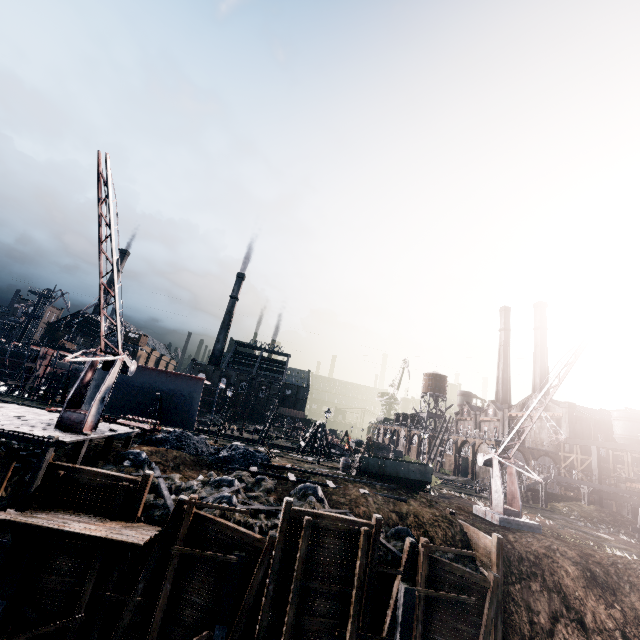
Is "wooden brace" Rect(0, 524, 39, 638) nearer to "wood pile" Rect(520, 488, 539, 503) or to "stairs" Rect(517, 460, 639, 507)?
"stairs" Rect(517, 460, 639, 507)

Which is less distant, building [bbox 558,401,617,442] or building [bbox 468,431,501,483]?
building [bbox 468,431,501,483]

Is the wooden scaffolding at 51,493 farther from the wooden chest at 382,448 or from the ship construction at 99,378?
the wooden chest at 382,448

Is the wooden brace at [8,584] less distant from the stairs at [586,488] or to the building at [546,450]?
the stairs at [586,488]

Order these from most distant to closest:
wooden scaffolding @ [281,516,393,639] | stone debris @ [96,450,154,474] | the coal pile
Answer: Result:
1. the coal pile
2. stone debris @ [96,450,154,474]
3. wooden scaffolding @ [281,516,393,639]

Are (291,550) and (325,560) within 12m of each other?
yes

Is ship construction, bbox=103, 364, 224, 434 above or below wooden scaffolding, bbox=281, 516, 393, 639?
above

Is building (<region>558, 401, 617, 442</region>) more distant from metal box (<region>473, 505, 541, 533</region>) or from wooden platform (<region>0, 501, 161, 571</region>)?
wooden platform (<region>0, 501, 161, 571</region>)
